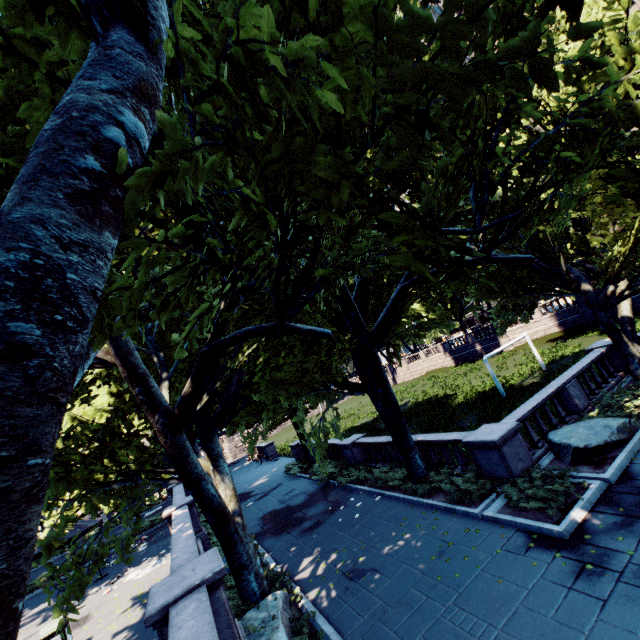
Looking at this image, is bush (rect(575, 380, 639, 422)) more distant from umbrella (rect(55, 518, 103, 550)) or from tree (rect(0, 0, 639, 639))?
umbrella (rect(55, 518, 103, 550))

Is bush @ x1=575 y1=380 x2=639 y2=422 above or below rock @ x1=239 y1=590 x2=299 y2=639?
below

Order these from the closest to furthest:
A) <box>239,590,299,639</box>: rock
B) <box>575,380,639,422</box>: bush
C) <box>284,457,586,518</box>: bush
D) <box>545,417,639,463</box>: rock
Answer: <box>239,590,299,639</box>: rock → <box>284,457,586,518</box>: bush → <box>545,417,639,463</box>: rock → <box>575,380,639,422</box>: bush

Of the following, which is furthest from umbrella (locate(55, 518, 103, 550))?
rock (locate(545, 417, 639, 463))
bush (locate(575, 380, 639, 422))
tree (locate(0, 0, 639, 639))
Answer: bush (locate(575, 380, 639, 422))

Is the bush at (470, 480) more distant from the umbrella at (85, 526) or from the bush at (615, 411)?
the umbrella at (85, 526)

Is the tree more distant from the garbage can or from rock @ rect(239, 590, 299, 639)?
the garbage can

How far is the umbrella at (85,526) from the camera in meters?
14.5

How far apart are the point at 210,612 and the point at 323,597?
5.8 meters
